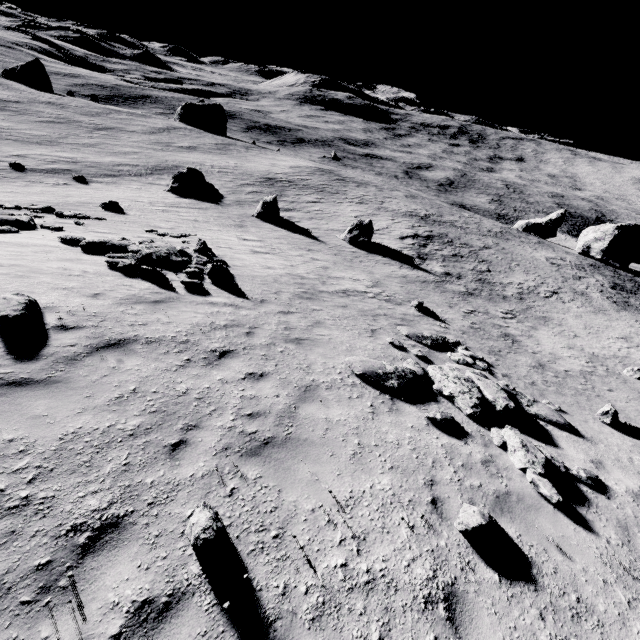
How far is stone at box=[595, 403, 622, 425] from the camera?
9.83m

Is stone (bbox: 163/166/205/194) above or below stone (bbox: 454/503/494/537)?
below

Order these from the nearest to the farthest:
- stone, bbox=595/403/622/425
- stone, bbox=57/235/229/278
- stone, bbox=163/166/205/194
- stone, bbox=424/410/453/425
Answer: stone, bbox=424/410/453/425, stone, bbox=595/403/622/425, stone, bbox=57/235/229/278, stone, bbox=163/166/205/194

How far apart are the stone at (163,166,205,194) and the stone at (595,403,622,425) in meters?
35.9

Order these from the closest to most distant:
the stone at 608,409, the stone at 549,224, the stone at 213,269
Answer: the stone at 608,409, the stone at 213,269, the stone at 549,224

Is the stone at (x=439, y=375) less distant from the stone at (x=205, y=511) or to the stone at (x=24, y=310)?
the stone at (x=205, y=511)

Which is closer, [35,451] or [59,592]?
[59,592]

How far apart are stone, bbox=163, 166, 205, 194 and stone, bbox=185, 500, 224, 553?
35.07m
